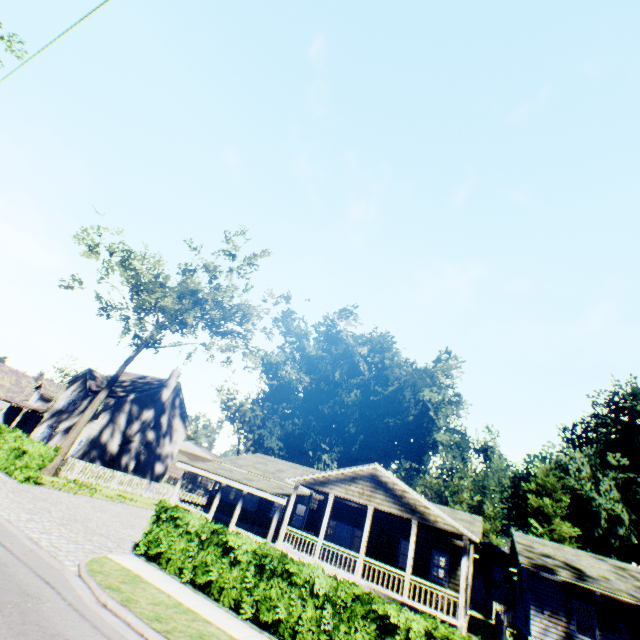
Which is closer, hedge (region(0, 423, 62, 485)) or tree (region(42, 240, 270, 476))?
hedge (region(0, 423, 62, 485))

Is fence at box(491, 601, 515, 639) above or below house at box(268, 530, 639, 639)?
below

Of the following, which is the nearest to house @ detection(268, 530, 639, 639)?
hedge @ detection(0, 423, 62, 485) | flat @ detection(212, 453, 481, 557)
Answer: flat @ detection(212, 453, 481, 557)

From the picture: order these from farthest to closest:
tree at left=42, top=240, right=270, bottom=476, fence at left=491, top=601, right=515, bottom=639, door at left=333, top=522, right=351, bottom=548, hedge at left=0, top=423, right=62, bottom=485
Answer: tree at left=42, top=240, right=270, bottom=476, door at left=333, top=522, right=351, bottom=548, fence at left=491, top=601, right=515, bottom=639, hedge at left=0, top=423, right=62, bottom=485

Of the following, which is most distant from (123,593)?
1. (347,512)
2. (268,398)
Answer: (268,398)

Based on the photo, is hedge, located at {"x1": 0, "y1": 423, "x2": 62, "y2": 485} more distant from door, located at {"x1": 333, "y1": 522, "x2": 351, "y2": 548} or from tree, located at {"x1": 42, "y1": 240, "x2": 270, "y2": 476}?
door, located at {"x1": 333, "y1": 522, "x2": 351, "y2": 548}

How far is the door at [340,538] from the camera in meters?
21.2

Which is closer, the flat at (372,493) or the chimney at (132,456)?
the flat at (372,493)
